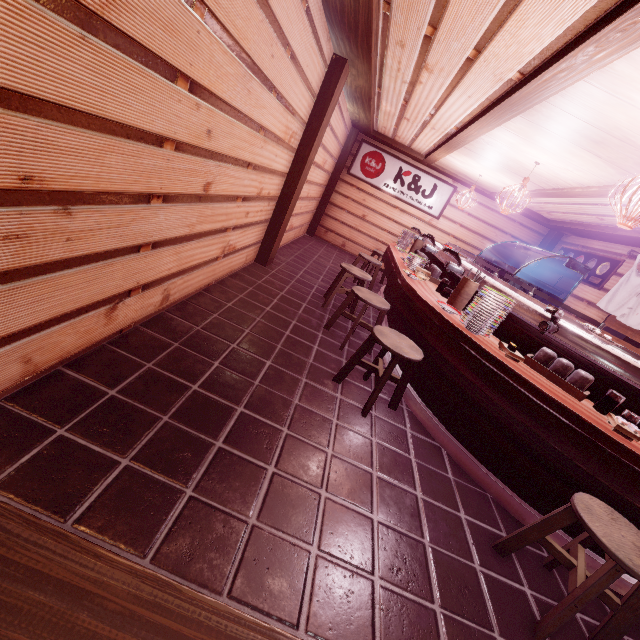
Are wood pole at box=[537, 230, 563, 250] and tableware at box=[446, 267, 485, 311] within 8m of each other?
no

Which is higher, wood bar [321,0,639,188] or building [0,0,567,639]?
wood bar [321,0,639,188]

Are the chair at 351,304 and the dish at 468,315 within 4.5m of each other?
yes

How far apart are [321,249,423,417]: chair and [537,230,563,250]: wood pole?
12.0m

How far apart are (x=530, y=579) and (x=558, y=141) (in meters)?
7.32

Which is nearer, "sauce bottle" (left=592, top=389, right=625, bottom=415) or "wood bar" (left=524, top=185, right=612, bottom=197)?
"sauce bottle" (left=592, top=389, right=625, bottom=415)

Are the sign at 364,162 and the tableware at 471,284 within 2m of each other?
no

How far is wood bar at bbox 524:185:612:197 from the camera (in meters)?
7.36
